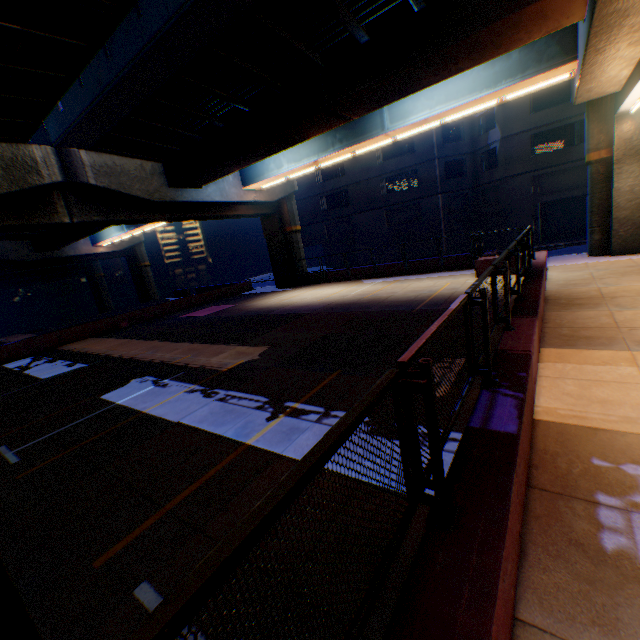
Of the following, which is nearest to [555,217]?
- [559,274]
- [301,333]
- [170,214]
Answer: [559,274]

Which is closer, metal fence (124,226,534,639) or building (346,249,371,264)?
metal fence (124,226,534,639)

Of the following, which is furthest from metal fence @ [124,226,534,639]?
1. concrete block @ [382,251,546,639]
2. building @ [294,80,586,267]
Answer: building @ [294,80,586,267]

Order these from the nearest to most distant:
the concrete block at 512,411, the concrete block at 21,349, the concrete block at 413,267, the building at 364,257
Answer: the concrete block at 512,411 < the concrete block at 413,267 < the concrete block at 21,349 < the building at 364,257

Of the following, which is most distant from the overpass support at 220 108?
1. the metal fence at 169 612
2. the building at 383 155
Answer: the building at 383 155

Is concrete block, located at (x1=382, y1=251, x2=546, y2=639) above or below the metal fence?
below

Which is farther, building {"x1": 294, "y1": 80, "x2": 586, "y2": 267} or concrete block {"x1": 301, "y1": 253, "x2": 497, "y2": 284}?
building {"x1": 294, "y1": 80, "x2": 586, "y2": 267}

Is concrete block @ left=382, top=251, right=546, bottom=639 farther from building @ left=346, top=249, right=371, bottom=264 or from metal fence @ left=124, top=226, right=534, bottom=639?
building @ left=346, top=249, right=371, bottom=264
